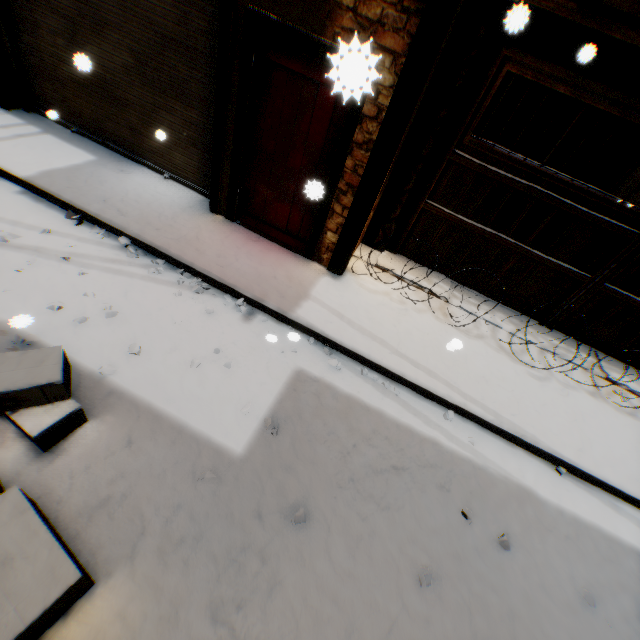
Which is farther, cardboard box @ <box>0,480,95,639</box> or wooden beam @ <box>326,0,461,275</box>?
wooden beam @ <box>326,0,461,275</box>

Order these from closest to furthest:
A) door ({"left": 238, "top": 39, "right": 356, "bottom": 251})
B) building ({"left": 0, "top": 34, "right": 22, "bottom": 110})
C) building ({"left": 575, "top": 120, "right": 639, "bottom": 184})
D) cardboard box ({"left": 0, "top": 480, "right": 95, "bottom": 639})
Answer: cardboard box ({"left": 0, "top": 480, "right": 95, "bottom": 639}) → door ({"left": 238, "top": 39, "right": 356, "bottom": 251}) → building ({"left": 0, "top": 34, "right": 22, "bottom": 110}) → building ({"left": 575, "top": 120, "right": 639, "bottom": 184})

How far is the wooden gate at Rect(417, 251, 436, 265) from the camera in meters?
5.6 m

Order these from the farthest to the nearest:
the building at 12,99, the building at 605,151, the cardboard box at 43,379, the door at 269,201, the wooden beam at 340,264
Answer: the building at 605,151 < the building at 12,99 < the door at 269,201 < the wooden beam at 340,264 < the cardboard box at 43,379

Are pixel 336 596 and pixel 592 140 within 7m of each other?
no

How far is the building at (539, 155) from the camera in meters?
7.9 m

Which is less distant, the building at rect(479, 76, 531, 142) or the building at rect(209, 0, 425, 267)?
the building at rect(209, 0, 425, 267)
